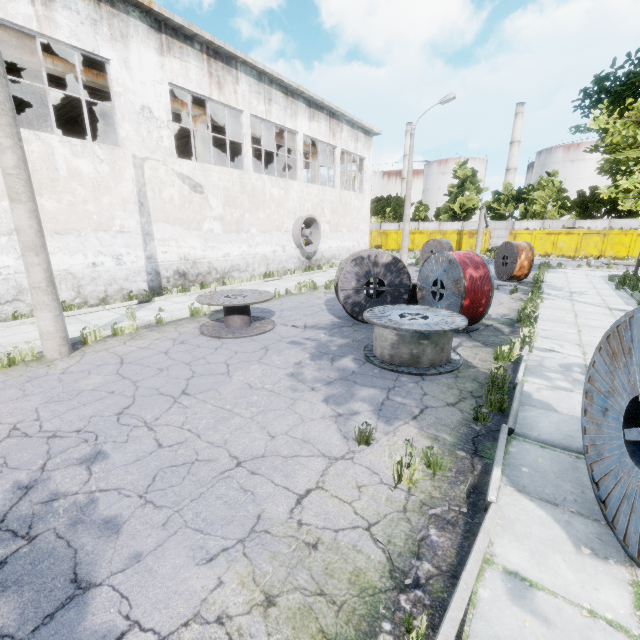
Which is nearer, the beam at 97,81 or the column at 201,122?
the beam at 97,81

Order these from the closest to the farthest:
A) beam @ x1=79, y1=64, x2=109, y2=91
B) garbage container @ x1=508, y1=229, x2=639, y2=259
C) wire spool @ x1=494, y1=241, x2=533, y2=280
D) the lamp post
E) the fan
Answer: the lamp post → beam @ x1=79, y1=64, x2=109, y2=91 → wire spool @ x1=494, y1=241, x2=533, y2=280 → the fan → garbage container @ x1=508, y1=229, x2=639, y2=259

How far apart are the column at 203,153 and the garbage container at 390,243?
27.0m

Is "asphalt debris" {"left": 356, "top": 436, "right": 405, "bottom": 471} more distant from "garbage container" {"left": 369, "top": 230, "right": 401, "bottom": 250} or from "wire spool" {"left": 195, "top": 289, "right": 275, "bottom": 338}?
"garbage container" {"left": 369, "top": 230, "right": 401, "bottom": 250}

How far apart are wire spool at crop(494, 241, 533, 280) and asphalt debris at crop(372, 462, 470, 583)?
15.5 meters

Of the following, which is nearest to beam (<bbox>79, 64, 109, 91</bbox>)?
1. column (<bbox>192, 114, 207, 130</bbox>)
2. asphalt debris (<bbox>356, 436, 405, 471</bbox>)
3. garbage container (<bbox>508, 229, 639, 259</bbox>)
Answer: column (<bbox>192, 114, 207, 130</bbox>)

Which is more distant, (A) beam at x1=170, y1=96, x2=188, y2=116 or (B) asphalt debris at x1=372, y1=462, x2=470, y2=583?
(A) beam at x1=170, y1=96, x2=188, y2=116

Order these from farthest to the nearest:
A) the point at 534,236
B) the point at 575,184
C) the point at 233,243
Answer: the point at 575,184
the point at 534,236
the point at 233,243
